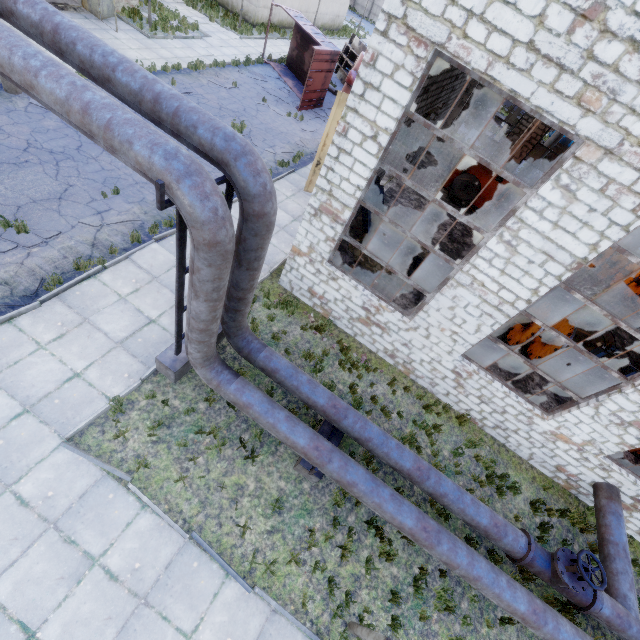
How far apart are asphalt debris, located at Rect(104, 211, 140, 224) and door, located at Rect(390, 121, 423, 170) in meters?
11.3 m

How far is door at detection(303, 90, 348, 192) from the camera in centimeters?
1095cm

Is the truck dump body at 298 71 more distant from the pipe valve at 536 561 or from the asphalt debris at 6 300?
the pipe valve at 536 561

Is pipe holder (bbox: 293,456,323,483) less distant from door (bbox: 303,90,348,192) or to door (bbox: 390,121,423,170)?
door (bbox: 303,90,348,192)

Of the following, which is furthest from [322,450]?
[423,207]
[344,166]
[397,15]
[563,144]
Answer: [563,144]

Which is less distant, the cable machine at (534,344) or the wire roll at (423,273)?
the cable machine at (534,344)

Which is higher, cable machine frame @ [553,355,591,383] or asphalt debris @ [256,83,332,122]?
cable machine frame @ [553,355,591,383]

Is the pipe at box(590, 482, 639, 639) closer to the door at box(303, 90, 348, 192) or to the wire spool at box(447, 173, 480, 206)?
the door at box(303, 90, 348, 192)
